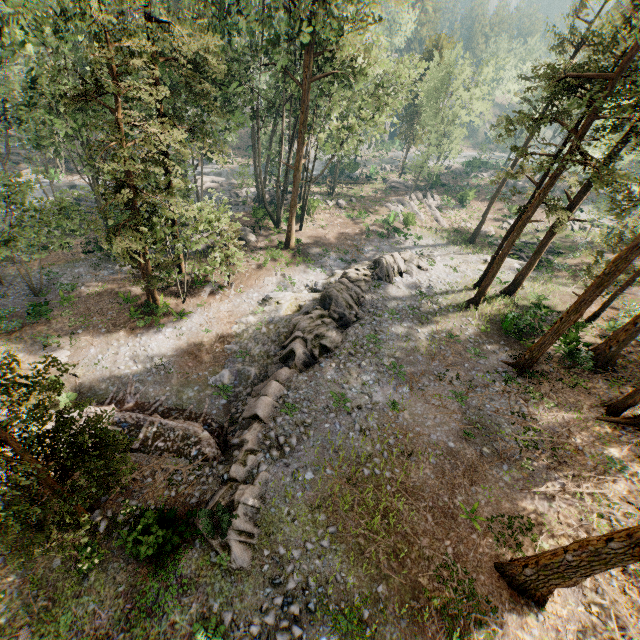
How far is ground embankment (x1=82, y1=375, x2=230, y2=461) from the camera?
16.4 meters

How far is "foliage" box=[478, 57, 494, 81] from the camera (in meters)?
38.61

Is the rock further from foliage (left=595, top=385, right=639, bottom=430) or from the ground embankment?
foliage (left=595, top=385, right=639, bottom=430)

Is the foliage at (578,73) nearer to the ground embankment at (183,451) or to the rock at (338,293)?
the ground embankment at (183,451)

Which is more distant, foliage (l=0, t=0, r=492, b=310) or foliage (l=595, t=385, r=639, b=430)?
foliage (l=0, t=0, r=492, b=310)

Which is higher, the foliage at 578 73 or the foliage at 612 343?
the foliage at 578 73

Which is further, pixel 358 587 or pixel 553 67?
pixel 553 67
